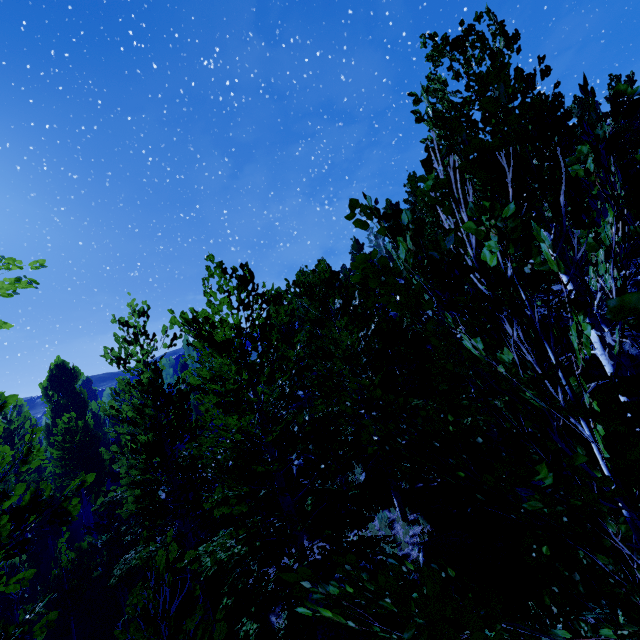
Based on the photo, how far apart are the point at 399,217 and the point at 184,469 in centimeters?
988cm

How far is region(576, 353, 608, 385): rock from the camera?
10.0m

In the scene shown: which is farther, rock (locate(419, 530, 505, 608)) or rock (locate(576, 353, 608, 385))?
rock (locate(576, 353, 608, 385))

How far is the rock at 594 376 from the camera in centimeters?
999cm

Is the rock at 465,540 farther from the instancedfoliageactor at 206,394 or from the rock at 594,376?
the rock at 594,376

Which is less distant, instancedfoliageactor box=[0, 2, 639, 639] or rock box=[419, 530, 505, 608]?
instancedfoliageactor box=[0, 2, 639, 639]

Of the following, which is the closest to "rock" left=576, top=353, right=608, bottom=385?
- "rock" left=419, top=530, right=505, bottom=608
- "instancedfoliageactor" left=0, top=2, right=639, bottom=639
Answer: "instancedfoliageactor" left=0, top=2, right=639, bottom=639
